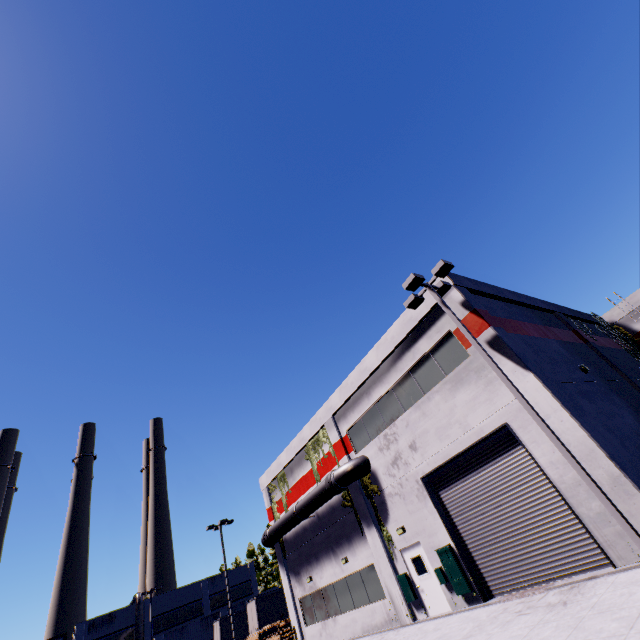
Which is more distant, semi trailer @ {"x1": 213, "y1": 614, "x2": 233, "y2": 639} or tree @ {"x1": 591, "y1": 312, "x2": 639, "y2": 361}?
semi trailer @ {"x1": 213, "y1": 614, "x2": 233, "y2": 639}

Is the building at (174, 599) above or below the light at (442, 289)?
below

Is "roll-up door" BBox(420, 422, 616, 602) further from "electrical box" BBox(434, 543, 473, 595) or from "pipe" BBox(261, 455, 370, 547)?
"pipe" BBox(261, 455, 370, 547)

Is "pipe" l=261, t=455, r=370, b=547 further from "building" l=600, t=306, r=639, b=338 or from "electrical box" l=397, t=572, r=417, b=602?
"electrical box" l=397, t=572, r=417, b=602

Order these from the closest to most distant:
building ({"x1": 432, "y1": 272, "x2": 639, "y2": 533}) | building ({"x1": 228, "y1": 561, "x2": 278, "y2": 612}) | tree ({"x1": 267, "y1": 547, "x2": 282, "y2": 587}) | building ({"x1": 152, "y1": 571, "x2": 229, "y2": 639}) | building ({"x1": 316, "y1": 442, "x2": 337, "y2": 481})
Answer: building ({"x1": 432, "y1": 272, "x2": 639, "y2": 533}), building ({"x1": 316, "y1": 442, "x2": 337, "y2": 481}), building ({"x1": 152, "y1": 571, "x2": 229, "y2": 639}), building ({"x1": 228, "y1": 561, "x2": 278, "y2": 612}), tree ({"x1": 267, "y1": 547, "x2": 282, "y2": 587})

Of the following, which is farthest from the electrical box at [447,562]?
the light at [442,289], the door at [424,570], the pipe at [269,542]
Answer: the light at [442,289]

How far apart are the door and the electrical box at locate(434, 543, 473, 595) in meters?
0.1

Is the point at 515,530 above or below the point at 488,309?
below
